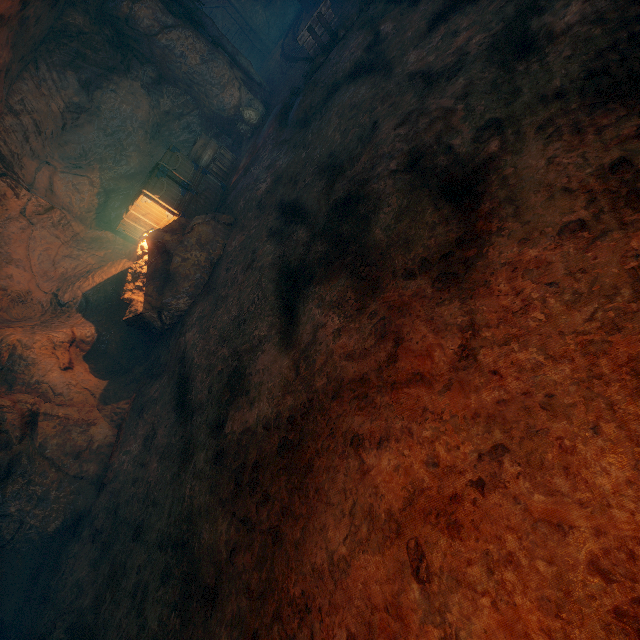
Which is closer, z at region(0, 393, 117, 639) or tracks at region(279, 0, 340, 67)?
z at region(0, 393, 117, 639)

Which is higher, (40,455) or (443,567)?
(40,455)

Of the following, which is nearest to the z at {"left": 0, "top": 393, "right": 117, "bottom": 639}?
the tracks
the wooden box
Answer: the tracks

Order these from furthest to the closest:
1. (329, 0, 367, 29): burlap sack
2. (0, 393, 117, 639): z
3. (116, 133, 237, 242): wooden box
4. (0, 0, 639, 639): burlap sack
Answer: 1. (329, 0, 367, 29): burlap sack
2. (116, 133, 237, 242): wooden box
3. (0, 393, 117, 639): z
4. (0, 0, 639, 639): burlap sack

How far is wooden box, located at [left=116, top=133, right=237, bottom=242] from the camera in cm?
814

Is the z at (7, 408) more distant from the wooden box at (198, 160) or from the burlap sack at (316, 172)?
the wooden box at (198, 160)

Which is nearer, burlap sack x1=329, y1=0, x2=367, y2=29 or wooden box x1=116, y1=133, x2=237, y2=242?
wooden box x1=116, y1=133, x2=237, y2=242

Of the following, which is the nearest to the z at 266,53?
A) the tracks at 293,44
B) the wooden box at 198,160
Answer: the tracks at 293,44
